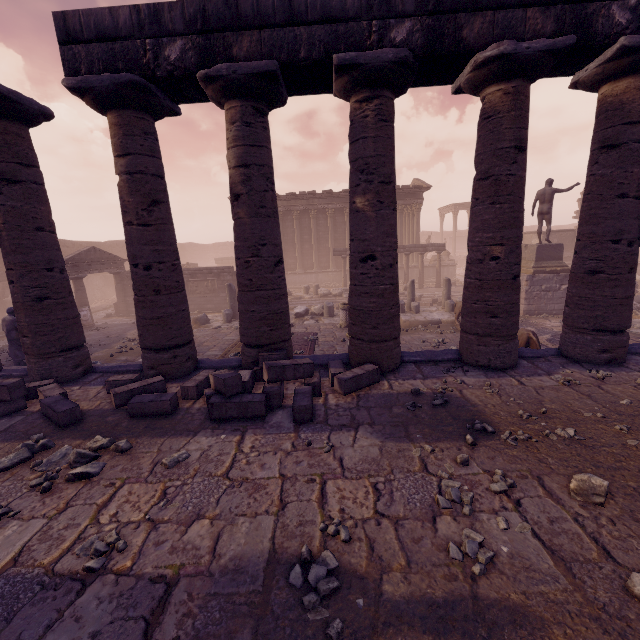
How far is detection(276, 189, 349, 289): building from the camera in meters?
26.0 m

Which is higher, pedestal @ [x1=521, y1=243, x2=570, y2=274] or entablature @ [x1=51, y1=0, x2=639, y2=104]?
entablature @ [x1=51, y1=0, x2=639, y2=104]

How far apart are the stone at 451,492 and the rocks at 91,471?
3.93m

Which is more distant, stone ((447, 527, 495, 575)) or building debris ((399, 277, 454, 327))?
building debris ((399, 277, 454, 327))

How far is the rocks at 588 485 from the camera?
3.1 meters

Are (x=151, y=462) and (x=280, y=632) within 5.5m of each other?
yes

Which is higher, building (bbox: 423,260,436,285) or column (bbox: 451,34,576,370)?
column (bbox: 451,34,576,370)

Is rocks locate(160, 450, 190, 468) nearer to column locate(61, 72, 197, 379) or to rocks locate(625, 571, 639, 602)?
column locate(61, 72, 197, 379)
